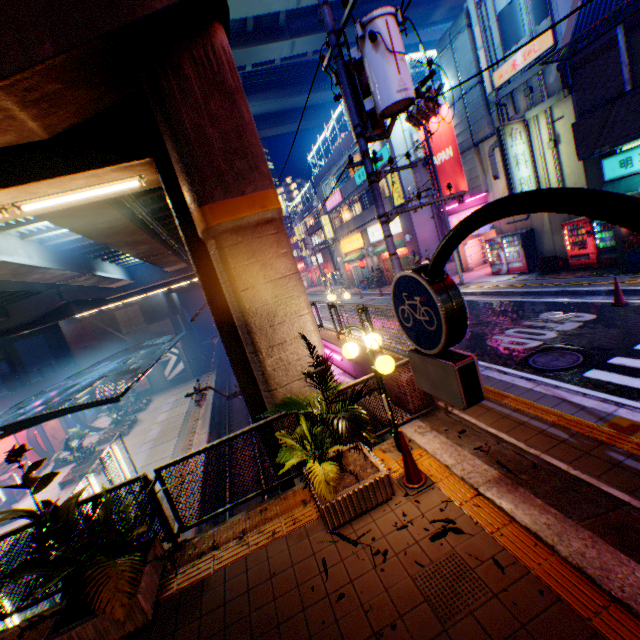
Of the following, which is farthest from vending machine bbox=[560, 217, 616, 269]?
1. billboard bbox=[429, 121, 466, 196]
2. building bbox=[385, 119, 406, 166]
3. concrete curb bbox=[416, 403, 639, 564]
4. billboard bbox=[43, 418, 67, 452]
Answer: billboard bbox=[43, 418, 67, 452]

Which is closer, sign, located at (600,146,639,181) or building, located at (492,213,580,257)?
sign, located at (600,146,639,181)

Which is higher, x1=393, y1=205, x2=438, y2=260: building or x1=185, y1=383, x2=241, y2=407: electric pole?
x1=393, y1=205, x2=438, y2=260: building

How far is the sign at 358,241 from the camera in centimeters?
3021cm

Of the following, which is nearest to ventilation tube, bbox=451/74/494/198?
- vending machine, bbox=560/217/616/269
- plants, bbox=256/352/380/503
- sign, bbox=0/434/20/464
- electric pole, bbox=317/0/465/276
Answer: vending machine, bbox=560/217/616/269

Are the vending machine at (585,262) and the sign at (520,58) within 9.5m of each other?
yes

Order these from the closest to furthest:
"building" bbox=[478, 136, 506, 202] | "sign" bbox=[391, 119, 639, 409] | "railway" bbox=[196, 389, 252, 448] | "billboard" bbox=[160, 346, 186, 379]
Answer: "sign" bbox=[391, 119, 639, 409] → "building" bbox=[478, 136, 506, 202] → "railway" bbox=[196, 389, 252, 448] → "billboard" bbox=[160, 346, 186, 379]

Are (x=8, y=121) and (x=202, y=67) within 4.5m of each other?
yes
